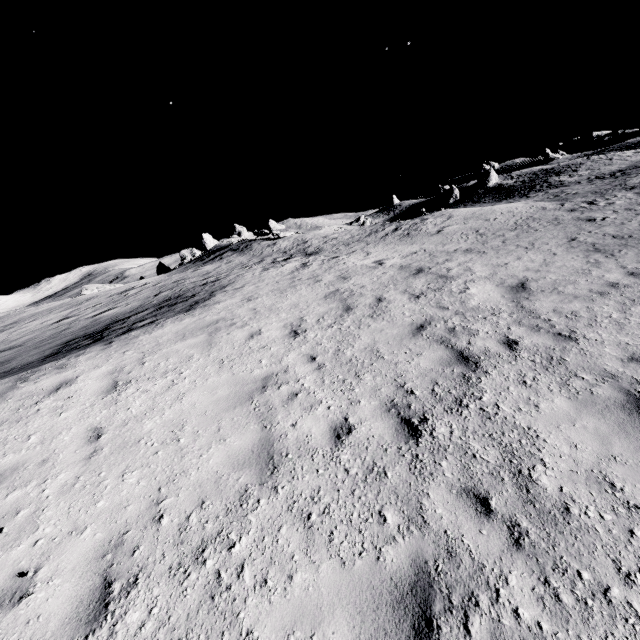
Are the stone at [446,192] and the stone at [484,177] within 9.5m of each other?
yes

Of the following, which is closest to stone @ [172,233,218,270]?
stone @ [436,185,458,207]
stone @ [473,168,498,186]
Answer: stone @ [436,185,458,207]

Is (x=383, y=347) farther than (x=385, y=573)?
Yes

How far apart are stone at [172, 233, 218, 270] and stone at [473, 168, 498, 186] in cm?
4781

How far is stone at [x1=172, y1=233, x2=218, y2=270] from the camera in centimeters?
4495cm

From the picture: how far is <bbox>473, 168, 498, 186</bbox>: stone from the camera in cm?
5509

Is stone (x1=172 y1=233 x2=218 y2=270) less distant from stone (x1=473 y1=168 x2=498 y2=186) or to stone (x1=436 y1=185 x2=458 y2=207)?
stone (x1=436 y1=185 x2=458 y2=207)

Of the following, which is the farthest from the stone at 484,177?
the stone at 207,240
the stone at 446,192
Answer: the stone at 207,240
